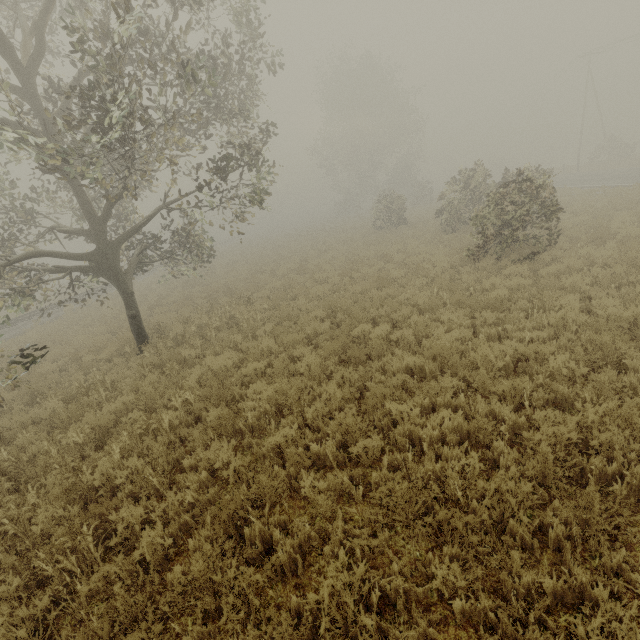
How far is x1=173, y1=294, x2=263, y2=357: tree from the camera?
10.2 meters

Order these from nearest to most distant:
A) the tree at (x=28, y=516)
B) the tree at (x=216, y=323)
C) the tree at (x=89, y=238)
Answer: the tree at (x=28, y=516)
the tree at (x=89, y=238)
the tree at (x=216, y=323)

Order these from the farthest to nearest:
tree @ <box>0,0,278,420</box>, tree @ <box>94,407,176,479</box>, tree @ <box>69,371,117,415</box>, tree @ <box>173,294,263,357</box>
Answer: tree @ <box>173,294,263,357</box>
tree @ <box>69,371,117,415</box>
tree @ <box>0,0,278,420</box>
tree @ <box>94,407,176,479</box>

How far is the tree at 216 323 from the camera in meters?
10.2 m

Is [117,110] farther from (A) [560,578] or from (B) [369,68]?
(B) [369,68]

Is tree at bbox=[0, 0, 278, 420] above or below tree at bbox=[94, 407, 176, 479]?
above
